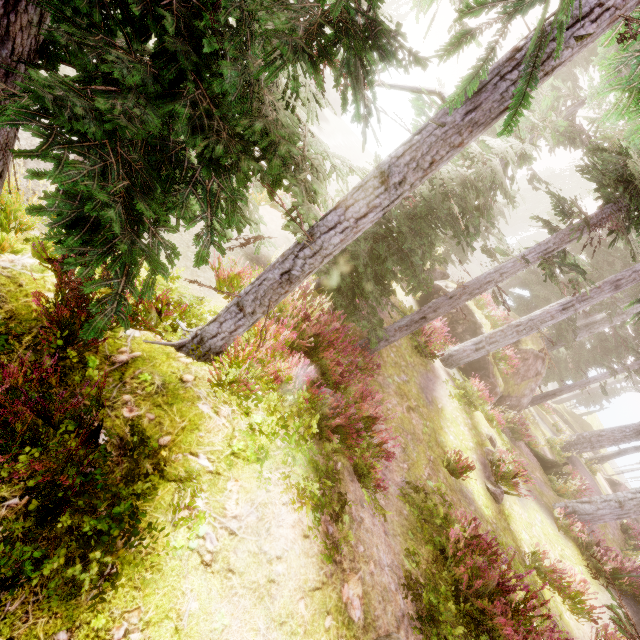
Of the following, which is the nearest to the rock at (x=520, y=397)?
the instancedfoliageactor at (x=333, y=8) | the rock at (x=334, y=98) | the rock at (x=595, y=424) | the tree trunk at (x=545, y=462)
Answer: the instancedfoliageactor at (x=333, y=8)

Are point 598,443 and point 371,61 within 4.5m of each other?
no

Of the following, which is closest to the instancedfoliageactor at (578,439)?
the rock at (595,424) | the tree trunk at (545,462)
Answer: the rock at (595,424)

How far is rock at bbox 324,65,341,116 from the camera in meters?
40.5

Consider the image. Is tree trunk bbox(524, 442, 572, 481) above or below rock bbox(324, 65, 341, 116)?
above

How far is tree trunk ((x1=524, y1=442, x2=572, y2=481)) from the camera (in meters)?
15.70

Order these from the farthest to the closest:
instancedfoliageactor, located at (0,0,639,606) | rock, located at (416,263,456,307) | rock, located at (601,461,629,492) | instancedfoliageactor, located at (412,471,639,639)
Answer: rock, located at (601,461,629,492) → rock, located at (416,263,456,307) → instancedfoliageactor, located at (412,471,639,639) → instancedfoliageactor, located at (0,0,639,606)

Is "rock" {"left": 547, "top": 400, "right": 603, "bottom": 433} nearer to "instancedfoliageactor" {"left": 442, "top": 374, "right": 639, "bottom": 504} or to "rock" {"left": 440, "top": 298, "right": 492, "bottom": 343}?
"instancedfoliageactor" {"left": 442, "top": 374, "right": 639, "bottom": 504}
